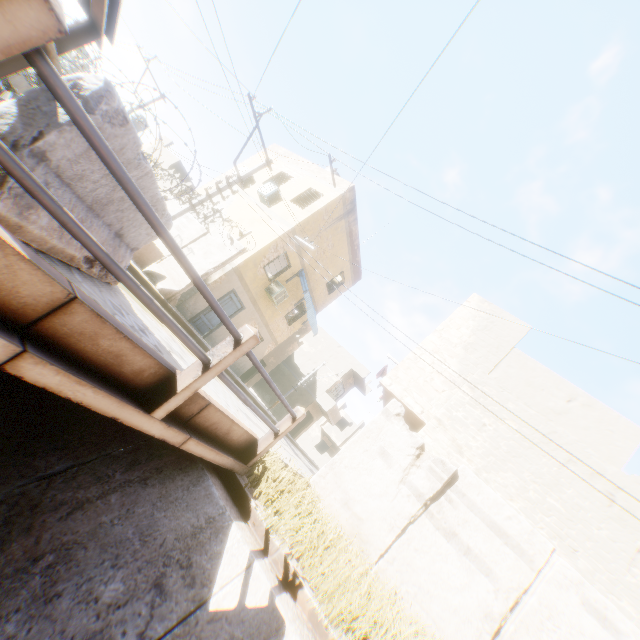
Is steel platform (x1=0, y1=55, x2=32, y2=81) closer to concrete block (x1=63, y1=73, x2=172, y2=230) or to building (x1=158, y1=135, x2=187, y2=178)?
concrete block (x1=63, y1=73, x2=172, y2=230)

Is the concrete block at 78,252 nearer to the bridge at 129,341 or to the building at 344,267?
the bridge at 129,341

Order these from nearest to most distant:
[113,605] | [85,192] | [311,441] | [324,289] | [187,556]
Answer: [85,192]
[113,605]
[187,556]
[324,289]
[311,441]

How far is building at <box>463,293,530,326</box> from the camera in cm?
1088

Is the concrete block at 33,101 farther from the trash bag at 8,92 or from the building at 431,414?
the building at 431,414

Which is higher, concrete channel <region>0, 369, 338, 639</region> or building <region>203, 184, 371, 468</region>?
building <region>203, 184, 371, 468</region>

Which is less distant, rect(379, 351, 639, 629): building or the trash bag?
the trash bag

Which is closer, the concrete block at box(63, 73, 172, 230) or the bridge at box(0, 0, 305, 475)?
the bridge at box(0, 0, 305, 475)
